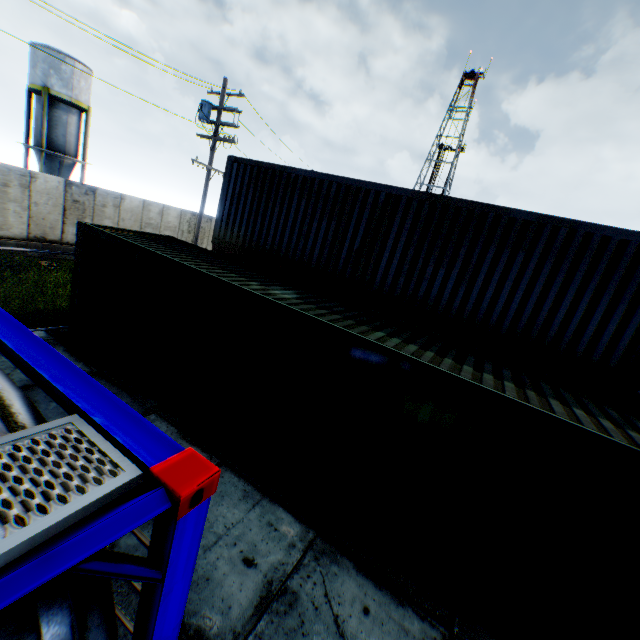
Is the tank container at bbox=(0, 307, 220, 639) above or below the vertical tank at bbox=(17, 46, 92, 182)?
below

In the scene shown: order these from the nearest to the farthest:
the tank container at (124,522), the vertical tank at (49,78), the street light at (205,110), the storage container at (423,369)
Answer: the tank container at (124,522) < the storage container at (423,369) < the street light at (205,110) < the vertical tank at (49,78)

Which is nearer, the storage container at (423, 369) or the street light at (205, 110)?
the storage container at (423, 369)

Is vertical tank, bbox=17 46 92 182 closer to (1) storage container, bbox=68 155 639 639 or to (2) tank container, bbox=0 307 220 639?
(1) storage container, bbox=68 155 639 639

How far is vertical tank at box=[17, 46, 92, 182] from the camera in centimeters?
2570cm

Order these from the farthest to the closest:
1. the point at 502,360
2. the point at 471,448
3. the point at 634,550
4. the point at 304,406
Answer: the point at 502,360 < the point at 304,406 < the point at 471,448 < the point at 634,550

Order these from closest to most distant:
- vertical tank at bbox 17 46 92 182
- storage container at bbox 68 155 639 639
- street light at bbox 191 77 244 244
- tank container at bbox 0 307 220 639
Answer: tank container at bbox 0 307 220 639 → storage container at bbox 68 155 639 639 → street light at bbox 191 77 244 244 → vertical tank at bbox 17 46 92 182

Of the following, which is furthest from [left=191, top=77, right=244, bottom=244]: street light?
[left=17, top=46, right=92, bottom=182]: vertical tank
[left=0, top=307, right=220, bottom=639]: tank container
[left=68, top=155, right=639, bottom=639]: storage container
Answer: [left=17, top=46, right=92, bottom=182]: vertical tank
